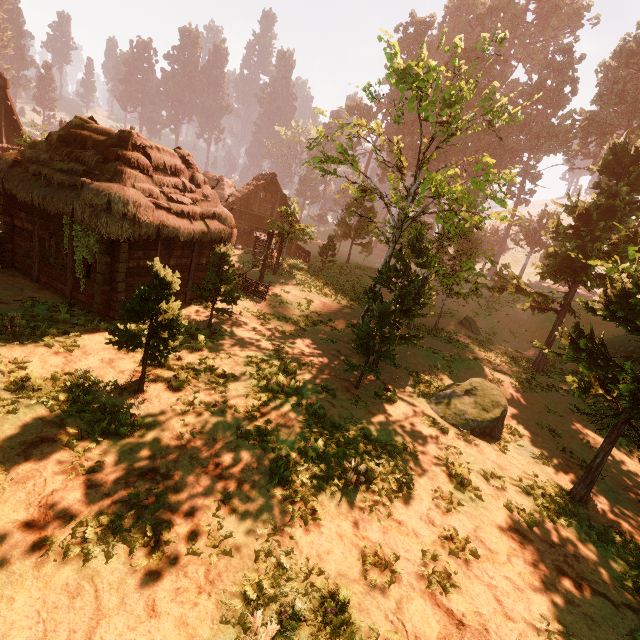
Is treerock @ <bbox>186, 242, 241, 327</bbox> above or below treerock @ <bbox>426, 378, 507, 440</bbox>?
above

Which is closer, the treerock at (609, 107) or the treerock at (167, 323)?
the treerock at (167, 323)

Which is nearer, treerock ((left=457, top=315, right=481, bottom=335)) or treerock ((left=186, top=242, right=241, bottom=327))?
treerock ((left=186, top=242, right=241, bottom=327))

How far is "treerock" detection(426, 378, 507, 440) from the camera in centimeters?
1172cm

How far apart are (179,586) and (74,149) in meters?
14.5

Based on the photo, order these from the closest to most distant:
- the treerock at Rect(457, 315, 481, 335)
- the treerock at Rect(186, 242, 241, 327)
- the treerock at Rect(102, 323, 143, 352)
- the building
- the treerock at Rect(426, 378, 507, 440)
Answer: the treerock at Rect(102, 323, 143, 352), the building, the treerock at Rect(426, 378, 507, 440), the treerock at Rect(186, 242, 241, 327), the treerock at Rect(457, 315, 481, 335)
